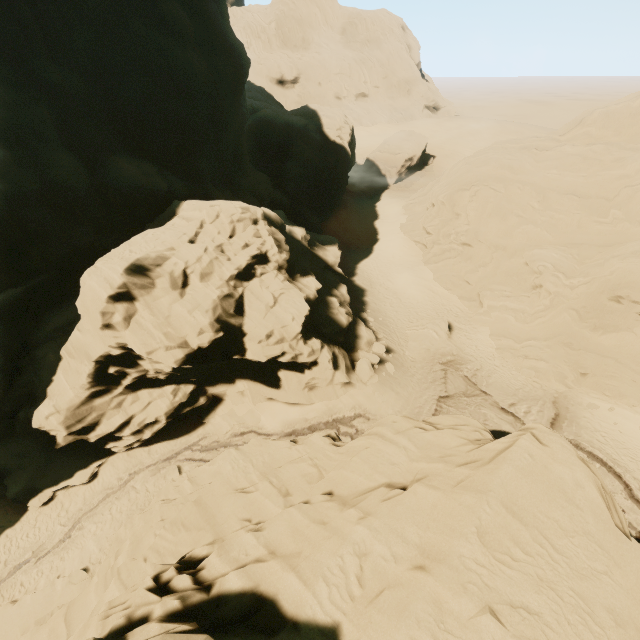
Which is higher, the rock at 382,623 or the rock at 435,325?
the rock at 382,623

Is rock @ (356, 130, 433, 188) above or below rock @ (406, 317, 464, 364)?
above

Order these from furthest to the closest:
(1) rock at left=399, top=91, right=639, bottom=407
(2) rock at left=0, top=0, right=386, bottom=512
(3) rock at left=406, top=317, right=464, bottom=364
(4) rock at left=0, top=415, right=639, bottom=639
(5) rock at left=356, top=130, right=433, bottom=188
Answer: (5) rock at left=356, top=130, right=433, bottom=188, (3) rock at left=406, top=317, right=464, bottom=364, (1) rock at left=399, top=91, right=639, bottom=407, (2) rock at left=0, top=0, right=386, bottom=512, (4) rock at left=0, top=415, right=639, bottom=639

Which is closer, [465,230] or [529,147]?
[529,147]

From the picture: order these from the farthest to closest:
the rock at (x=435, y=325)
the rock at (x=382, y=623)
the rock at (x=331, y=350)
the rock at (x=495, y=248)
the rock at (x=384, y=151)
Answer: the rock at (x=384, y=151) < the rock at (x=435, y=325) < the rock at (x=495, y=248) < the rock at (x=331, y=350) < the rock at (x=382, y=623)

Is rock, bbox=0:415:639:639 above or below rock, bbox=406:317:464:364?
above

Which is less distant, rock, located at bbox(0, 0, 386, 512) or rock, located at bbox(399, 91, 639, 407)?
rock, located at bbox(0, 0, 386, 512)

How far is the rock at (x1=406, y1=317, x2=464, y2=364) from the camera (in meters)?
25.00
